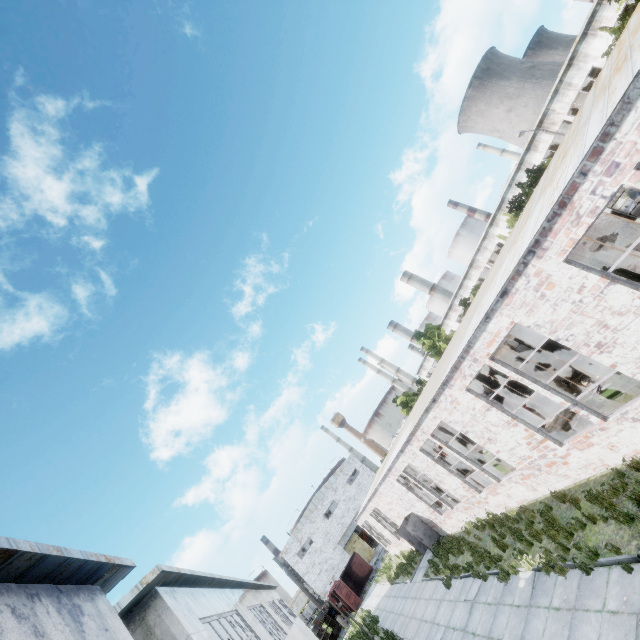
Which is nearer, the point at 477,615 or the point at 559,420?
the point at 477,615

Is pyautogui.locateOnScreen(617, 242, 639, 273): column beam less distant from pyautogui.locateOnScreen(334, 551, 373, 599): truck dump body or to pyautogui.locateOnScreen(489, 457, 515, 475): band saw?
pyautogui.locateOnScreen(489, 457, 515, 475): band saw

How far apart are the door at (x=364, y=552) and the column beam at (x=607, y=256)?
52.4 meters

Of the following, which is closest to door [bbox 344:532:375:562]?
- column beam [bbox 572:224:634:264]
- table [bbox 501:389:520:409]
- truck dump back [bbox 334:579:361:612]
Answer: truck dump back [bbox 334:579:361:612]

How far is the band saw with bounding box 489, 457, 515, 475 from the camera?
13.57m

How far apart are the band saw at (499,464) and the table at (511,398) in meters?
8.4

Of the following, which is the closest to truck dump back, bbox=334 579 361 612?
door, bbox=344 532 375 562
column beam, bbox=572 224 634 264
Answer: door, bbox=344 532 375 562

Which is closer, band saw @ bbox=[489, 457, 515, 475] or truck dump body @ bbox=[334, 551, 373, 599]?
band saw @ bbox=[489, 457, 515, 475]
